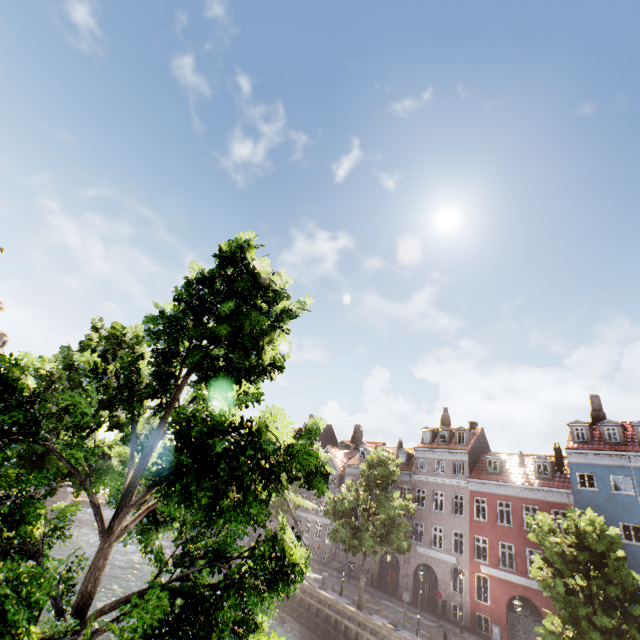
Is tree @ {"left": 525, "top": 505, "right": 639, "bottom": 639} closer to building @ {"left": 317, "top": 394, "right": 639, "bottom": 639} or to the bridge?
the bridge

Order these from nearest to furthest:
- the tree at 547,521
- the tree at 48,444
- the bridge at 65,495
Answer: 1. the tree at 48,444
2. the tree at 547,521
3. the bridge at 65,495

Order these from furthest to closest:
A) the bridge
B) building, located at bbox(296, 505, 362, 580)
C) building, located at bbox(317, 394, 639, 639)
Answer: the bridge, building, located at bbox(296, 505, 362, 580), building, located at bbox(317, 394, 639, 639)

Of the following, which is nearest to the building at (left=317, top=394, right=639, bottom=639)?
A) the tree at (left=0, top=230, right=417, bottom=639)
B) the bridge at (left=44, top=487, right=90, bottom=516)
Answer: the tree at (left=0, top=230, right=417, bottom=639)

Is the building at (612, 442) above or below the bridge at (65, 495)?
above

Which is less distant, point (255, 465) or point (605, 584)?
point (255, 465)
